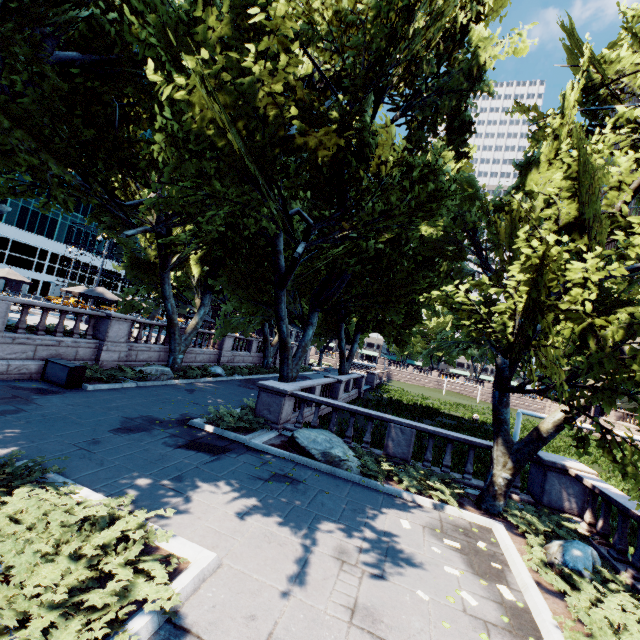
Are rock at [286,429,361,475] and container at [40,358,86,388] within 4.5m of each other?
no

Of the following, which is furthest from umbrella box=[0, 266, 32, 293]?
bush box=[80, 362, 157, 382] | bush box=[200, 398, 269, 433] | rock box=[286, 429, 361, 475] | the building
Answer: the building

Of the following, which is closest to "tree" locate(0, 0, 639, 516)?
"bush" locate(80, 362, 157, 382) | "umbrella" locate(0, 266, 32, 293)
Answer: "bush" locate(80, 362, 157, 382)

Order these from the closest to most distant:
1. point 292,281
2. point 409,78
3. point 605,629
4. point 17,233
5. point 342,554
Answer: point 605,629 → point 342,554 → point 409,78 → point 292,281 → point 17,233

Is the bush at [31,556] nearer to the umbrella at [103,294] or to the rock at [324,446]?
the rock at [324,446]

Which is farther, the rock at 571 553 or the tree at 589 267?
the tree at 589 267

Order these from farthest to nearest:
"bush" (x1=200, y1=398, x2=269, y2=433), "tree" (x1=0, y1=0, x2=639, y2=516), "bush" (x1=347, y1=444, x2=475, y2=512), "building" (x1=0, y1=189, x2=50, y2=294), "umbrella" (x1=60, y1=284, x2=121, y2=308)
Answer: "building" (x1=0, y1=189, x2=50, y2=294) → "umbrella" (x1=60, y1=284, x2=121, y2=308) → "bush" (x1=200, y1=398, x2=269, y2=433) → "bush" (x1=347, y1=444, x2=475, y2=512) → "tree" (x1=0, y1=0, x2=639, y2=516)

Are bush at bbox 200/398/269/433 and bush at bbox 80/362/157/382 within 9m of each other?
yes
